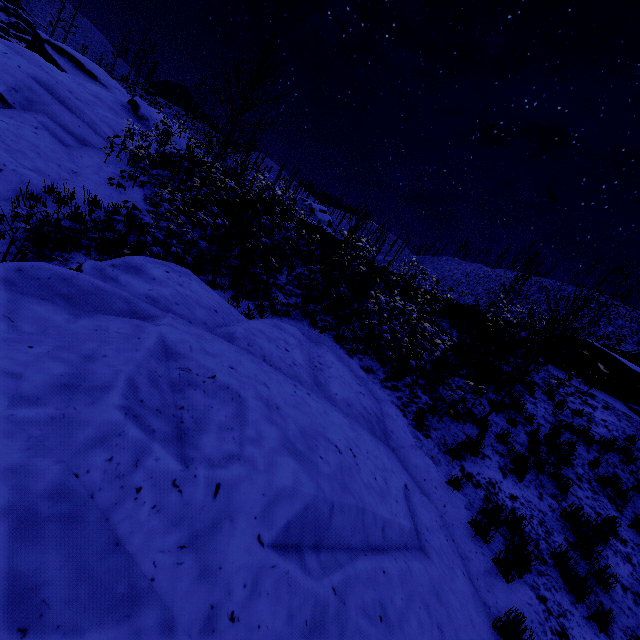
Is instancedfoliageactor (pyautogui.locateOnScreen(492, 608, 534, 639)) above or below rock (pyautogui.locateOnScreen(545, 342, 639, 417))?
below

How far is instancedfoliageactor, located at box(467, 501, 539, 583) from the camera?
4.5 meters

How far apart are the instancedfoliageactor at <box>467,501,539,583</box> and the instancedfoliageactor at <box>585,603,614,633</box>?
0.9m

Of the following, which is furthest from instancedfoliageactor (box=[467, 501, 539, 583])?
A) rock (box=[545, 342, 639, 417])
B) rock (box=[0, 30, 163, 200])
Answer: rock (box=[0, 30, 163, 200])

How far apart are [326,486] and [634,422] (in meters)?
12.53

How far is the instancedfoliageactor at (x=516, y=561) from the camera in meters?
4.5 m

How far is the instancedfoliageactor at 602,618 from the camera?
4.29m

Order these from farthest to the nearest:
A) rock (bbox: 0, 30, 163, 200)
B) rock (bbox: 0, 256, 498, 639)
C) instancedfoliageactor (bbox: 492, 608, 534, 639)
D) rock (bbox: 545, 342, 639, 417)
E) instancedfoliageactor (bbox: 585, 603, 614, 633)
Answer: rock (bbox: 545, 342, 639, 417) < rock (bbox: 0, 30, 163, 200) < instancedfoliageactor (bbox: 585, 603, 614, 633) < instancedfoliageactor (bbox: 492, 608, 534, 639) < rock (bbox: 0, 256, 498, 639)
